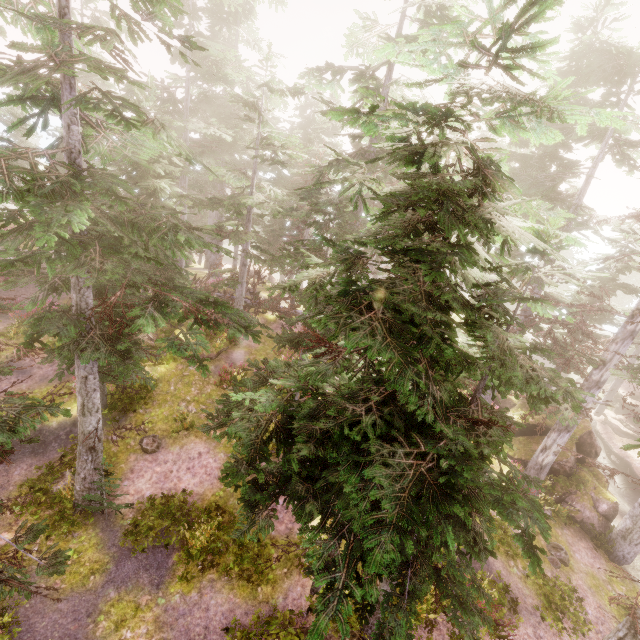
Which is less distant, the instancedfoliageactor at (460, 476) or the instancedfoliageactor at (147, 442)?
the instancedfoliageactor at (460, 476)

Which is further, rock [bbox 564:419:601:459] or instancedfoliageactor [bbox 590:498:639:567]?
rock [bbox 564:419:601:459]

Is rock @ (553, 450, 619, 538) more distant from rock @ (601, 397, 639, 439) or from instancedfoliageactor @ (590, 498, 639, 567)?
rock @ (601, 397, 639, 439)

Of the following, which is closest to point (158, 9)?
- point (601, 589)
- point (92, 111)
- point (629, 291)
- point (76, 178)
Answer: point (92, 111)

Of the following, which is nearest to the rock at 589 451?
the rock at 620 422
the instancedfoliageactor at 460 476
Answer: the instancedfoliageactor at 460 476

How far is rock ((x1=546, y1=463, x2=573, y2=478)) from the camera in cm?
1752

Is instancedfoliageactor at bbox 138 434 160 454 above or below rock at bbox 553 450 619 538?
above

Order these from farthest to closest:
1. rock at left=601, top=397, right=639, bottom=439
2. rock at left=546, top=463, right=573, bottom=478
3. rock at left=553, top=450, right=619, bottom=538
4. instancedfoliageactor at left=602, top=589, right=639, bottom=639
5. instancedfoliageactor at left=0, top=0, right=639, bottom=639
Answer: rock at left=601, top=397, right=639, bottom=439 < rock at left=546, top=463, right=573, bottom=478 < rock at left=553, top=450, right=619, bottom=538 < instancedfoliageactor at left=602, top=589, right=639, bottom=639 < instancedfoliageactor at left=0, top=0, right=639, bottom=639
